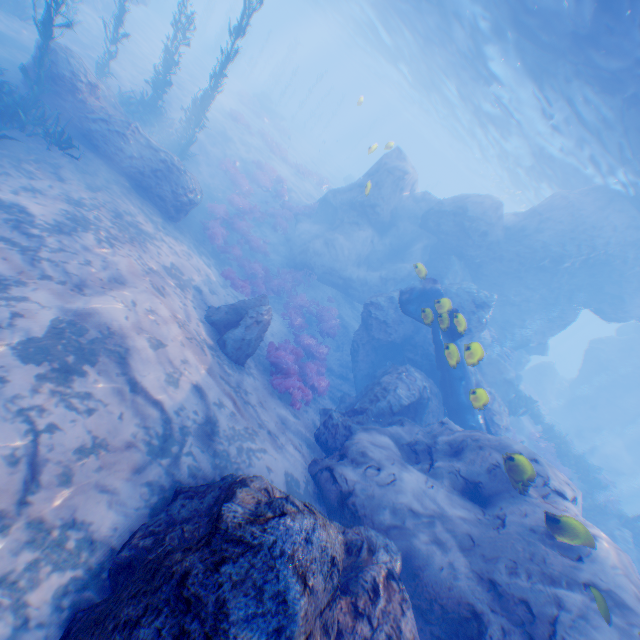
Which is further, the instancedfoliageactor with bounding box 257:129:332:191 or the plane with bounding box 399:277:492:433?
the instancedfoliageactor with bounding box 257:129:332:191

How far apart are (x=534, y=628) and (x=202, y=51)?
52.8m

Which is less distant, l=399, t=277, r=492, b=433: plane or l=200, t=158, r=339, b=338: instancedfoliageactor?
l=399, t=277, r=492, b=433: plane

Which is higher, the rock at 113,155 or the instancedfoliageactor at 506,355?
the instancedfoliageactor at 506,355

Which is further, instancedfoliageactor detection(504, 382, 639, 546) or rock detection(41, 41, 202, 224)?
instancedfoliageactor detection(504, 382, 639, 546)

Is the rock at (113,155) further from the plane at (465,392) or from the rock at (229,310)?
the rock at (229,310)

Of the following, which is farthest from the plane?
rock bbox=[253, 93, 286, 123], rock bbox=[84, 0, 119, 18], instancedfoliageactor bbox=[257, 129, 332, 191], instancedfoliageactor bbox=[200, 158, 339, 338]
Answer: rock bbox=[253, 93, 286, 123]

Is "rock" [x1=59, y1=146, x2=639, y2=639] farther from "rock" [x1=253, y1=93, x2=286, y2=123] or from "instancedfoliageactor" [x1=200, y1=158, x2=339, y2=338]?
"rock" [x1=253, y1=93, x2=286, y2=123]
